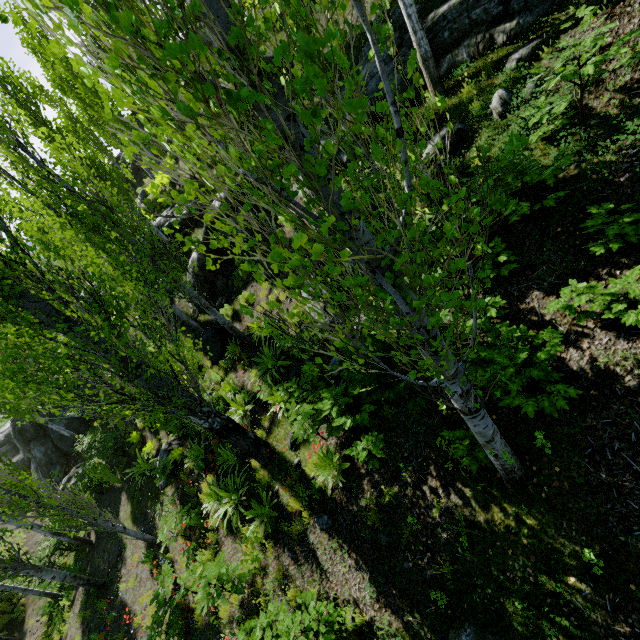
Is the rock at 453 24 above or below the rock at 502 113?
above

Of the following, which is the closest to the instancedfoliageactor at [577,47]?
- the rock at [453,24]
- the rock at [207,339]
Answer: the rock at [453,24]

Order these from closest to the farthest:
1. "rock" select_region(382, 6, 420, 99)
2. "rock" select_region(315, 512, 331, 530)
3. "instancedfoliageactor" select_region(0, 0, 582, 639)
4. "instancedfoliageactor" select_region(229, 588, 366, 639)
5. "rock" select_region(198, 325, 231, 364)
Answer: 1. "instancedfoliageactor" select_region(0, 0, 582, 639)
2. "instancedfoliageactor" select_region(229, 588, 366, 639)
3. "rock" select_region(315, 512, 331, 530)
4. "rock" select_region(382, 6, 420, 99)
5. "rock" select_region(198, 325, 231, 364)

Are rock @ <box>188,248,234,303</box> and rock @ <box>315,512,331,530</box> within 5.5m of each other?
no

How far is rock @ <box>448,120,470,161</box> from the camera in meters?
6.0 m

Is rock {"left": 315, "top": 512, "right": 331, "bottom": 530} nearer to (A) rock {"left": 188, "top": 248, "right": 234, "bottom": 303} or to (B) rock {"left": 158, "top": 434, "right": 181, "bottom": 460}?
(B) rock {"left": 158, "top": 434, "right": 181, "bottom": 460}

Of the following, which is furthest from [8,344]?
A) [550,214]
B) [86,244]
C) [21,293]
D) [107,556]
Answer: [107,556]

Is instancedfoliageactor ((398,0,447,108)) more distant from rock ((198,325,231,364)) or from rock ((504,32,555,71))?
rock ((198,325,231,364))
